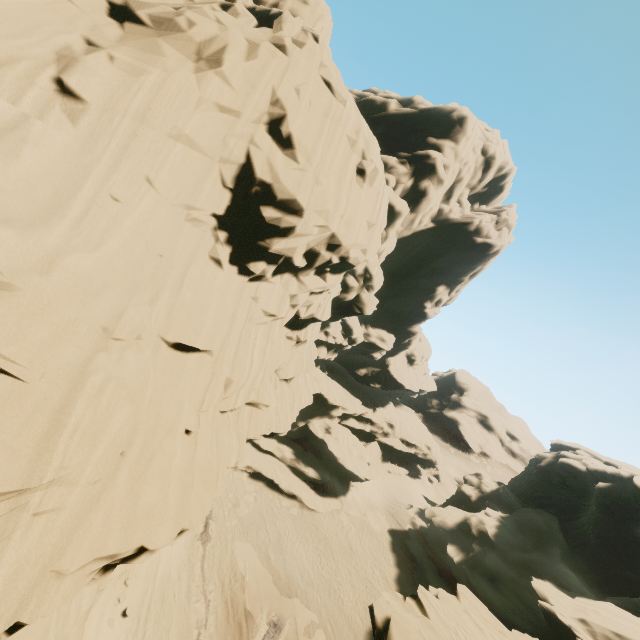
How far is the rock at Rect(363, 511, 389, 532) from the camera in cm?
3442

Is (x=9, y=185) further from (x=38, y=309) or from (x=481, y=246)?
(x=481, y=246)

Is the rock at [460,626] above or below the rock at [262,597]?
above

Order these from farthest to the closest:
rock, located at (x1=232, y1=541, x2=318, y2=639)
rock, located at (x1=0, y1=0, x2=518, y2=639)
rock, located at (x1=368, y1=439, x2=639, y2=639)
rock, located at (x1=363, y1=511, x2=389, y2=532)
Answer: rock, located at (x1=363, y1=511, x2=389, y2=532), rock, located at (x1=232, y1=541, x2=318, y2=639), rock, located at (x1=368, y1=439, x2=639, y2=639), rock, located at (x1=0, y1=0, x2=518, y2=639)

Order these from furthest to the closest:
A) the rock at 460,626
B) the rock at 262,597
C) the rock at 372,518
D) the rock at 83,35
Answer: the rock at 372,518, the rock at 262,597, the rock at 460,626, the rock at 83,35

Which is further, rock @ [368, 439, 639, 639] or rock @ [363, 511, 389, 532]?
rock @ [363, 511, 389, 532]
